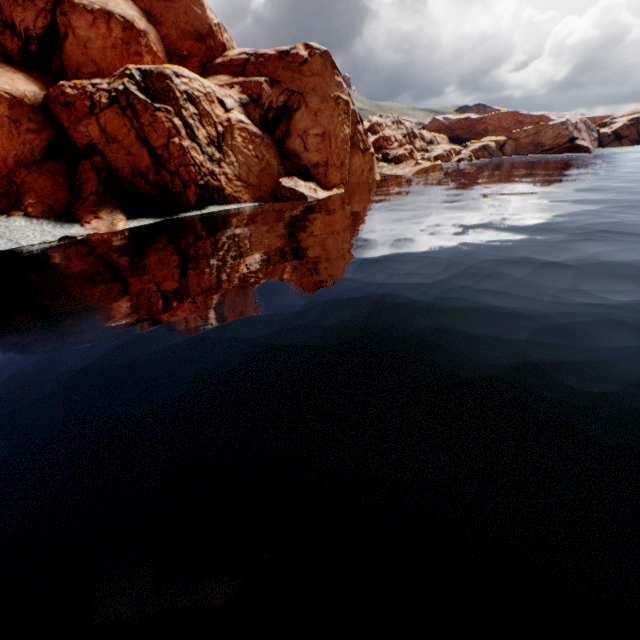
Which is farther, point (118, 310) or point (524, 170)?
point (524, 170)
